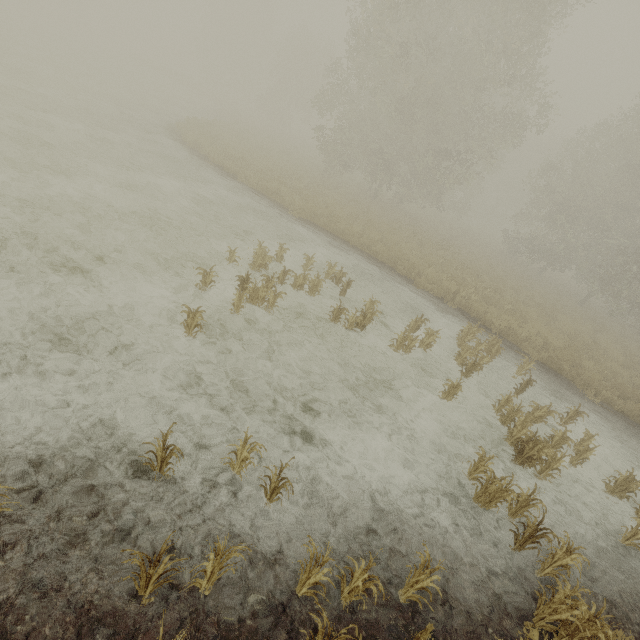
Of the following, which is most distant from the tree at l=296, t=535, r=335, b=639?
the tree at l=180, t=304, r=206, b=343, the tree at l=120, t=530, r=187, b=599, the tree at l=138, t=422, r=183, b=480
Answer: the tree at l=180, t=304, r=206, b=343

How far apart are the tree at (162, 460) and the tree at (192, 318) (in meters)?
2.31

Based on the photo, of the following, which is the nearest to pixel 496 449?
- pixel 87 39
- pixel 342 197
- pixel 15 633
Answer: pixel 15 633

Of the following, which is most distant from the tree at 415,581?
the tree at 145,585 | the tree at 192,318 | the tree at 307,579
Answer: the tree at 192,318

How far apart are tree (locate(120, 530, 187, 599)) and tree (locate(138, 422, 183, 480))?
0.80m

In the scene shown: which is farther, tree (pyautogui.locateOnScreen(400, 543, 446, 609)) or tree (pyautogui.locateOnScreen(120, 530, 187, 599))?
tree (pyautogui.locateOnScreen(400, 543, 446, 609))

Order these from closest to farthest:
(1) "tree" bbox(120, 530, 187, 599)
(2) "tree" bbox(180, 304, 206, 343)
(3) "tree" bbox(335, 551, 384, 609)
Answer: (1) "tree" bbox(120, 530, 187, 599), (3) "tree" bbox(335, 551, 384, 609), (2) "tree" bbox(180, 304, 206, 343)

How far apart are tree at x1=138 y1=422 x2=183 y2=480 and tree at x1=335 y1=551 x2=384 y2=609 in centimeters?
172cm
